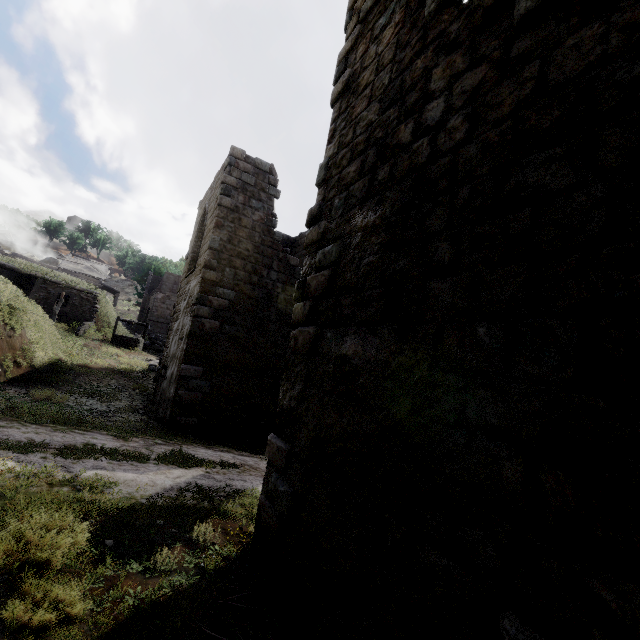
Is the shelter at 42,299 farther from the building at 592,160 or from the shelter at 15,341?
the building at 592,160

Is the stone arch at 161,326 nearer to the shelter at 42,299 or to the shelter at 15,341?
the shelter at 42,299

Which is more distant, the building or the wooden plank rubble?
the wooden plank rubble

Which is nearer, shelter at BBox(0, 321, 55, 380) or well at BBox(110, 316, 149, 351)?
shelter at BBox(0, 321, 55, 380)

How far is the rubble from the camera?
24.9 meters

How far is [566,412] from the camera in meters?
1.8 m

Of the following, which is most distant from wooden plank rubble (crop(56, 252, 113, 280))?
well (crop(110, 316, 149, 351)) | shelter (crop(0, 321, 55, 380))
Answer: shelter (crop(0, 321, 55, 380))

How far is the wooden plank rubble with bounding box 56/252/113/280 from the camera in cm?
4138
